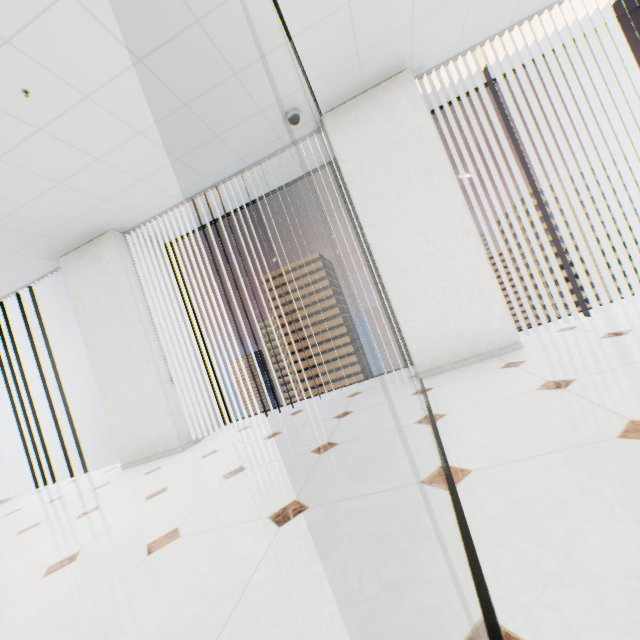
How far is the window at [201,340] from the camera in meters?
4.3 m

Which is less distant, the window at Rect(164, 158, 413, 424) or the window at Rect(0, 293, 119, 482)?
the window at Rect(164, 158, 413, 424)

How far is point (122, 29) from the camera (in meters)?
2.04

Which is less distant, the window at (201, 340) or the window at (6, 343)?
the window at (201, 340)

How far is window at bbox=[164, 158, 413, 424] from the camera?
4.3m
